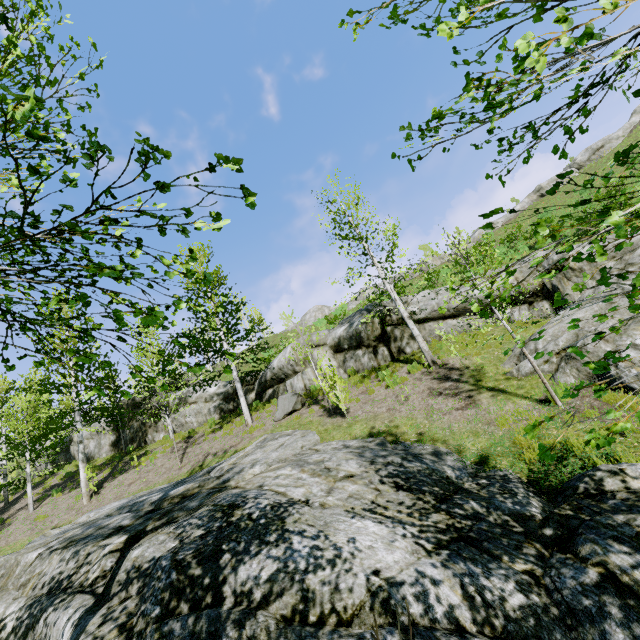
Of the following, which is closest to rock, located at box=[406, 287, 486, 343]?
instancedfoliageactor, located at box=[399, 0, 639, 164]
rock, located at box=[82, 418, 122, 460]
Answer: rock, located at box=[82, 418, 122, 460]

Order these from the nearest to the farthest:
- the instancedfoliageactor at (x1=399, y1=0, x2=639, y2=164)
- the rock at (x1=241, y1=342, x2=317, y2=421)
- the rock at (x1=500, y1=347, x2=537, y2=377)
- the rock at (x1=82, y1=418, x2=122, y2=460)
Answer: the instancedfoliageactor at (x1=399, y1=0, x2=639, y2=164) < the rock at (x1=500, y1=347, x2=537, y2=377) < the rock at (x1=241, y1=342, x2=317, y2=421) < the rock at (x1=82, y1=418, x2=122, y2=460)

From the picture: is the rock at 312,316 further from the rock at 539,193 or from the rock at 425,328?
the rock at 425,328

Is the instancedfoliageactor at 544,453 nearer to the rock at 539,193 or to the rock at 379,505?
the rock at 379,505

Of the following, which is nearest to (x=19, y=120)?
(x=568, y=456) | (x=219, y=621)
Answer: (x=219, y=621)

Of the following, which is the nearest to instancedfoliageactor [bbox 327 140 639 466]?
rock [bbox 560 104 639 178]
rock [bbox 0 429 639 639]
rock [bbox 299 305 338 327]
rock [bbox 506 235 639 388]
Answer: rock [bbox 0 429 639 639]

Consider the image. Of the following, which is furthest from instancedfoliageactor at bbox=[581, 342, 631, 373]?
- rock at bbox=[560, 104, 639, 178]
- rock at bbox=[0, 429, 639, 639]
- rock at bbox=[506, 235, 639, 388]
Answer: rock at bbox=[560, 104, 639, 178]

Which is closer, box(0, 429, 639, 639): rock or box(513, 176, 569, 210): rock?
box(0, 429, 639, 639): rock
